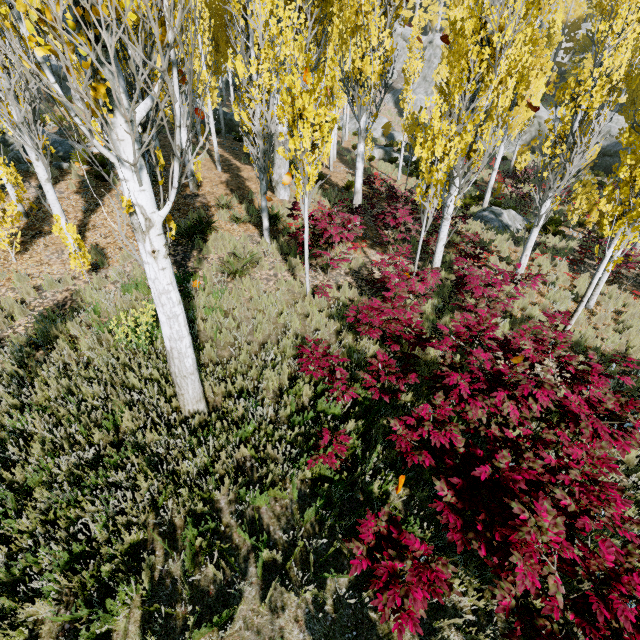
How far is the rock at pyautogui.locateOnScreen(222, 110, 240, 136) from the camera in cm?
2342

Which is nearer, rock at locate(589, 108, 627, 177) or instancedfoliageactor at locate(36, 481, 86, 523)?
instancedfoliageactor at locate(36, 481, 86, 523)

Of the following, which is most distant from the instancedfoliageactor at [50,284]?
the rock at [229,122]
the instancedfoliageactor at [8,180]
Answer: the instancedfoliageactor at [8,180]

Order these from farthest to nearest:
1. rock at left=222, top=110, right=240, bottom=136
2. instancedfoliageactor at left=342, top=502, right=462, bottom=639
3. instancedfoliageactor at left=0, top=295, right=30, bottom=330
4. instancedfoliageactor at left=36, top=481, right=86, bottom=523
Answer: rock at left=222, top=110, right=240, bottom=136
instancedfoliageactor at left=0, top=295, right=30, bottom=330
instancedfoliageactor at left=36, top=481, right=86, bottom=523
instancedfoliageactor at left=342, top=502, right=462, bottom=639

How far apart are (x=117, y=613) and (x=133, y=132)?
4.5m

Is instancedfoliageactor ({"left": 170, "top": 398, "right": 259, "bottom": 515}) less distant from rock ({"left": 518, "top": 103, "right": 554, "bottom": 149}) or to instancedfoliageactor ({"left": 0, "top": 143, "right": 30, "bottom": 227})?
rock ({"left": 518, "top": 103, "right": 554, "bottom": 149})

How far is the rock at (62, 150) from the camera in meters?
13.0 m

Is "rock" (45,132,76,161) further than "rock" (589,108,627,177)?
No
